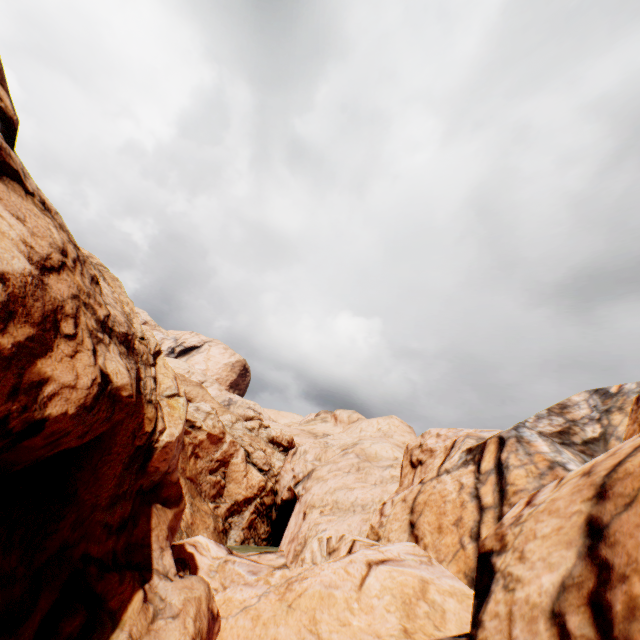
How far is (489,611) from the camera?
5.7m
